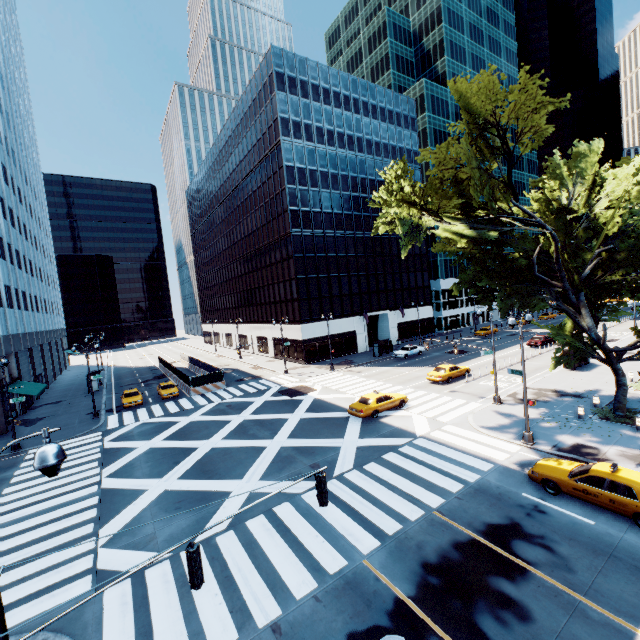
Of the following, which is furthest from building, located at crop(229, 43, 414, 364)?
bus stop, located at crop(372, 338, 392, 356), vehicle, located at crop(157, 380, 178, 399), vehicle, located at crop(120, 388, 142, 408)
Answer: vehicle, located at crop(120, 388, 142, 408)

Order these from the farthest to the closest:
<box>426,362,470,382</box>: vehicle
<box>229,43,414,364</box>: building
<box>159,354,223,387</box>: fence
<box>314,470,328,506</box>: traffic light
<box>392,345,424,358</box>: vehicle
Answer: <box>229,43,414,364</box>: building < <box>392,345,424,358</box>: vehicle < <box>159,354,223,387</box>: fence < <box>426,362,470,382</box>: vehicle < <box>314,470,328,506</box>: traffic light

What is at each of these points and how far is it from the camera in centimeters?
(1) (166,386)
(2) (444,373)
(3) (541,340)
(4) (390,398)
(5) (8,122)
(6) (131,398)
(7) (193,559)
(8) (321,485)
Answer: (1) vehicle, 3734cm
(2) vehicle, 3130cm
(3) vehicle, 4269cm
(4) vehicle, 2527cm
(5) building, 4784cm
(6) vehicle, 3447cm
(7) traffic light, 667cm
(8) traffic light, 846cm

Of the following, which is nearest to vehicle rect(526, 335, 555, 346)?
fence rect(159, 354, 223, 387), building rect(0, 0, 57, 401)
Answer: fence rect(159, 354, 223, 387)

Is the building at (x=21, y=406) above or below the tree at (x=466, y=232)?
below

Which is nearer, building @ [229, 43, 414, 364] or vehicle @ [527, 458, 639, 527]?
vehicle @ [527, 458, 639, 527]

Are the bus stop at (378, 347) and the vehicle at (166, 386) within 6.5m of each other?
no

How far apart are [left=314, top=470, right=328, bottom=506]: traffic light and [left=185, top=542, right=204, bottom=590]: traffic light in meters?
3.0
